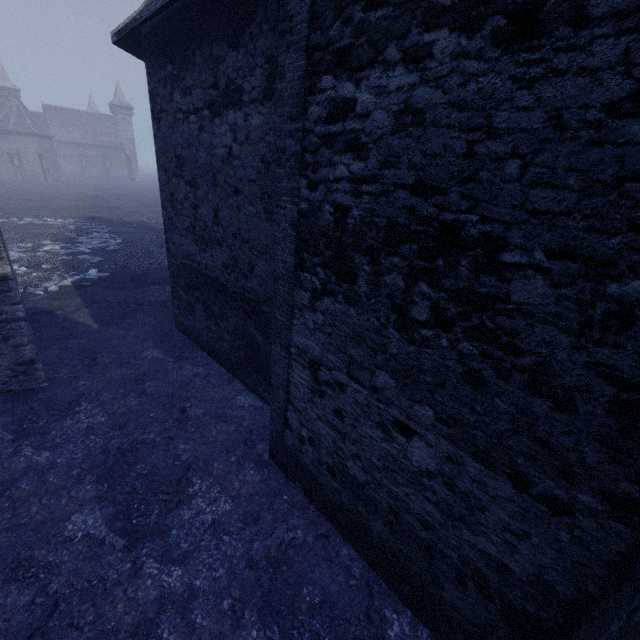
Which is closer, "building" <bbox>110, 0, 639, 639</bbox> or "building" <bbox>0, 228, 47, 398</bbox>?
"building" <bbox>110, 0, 639, 639</bbox>

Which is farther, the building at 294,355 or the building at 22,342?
the building at 22,342

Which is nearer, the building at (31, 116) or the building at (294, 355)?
the building at (294, 355)

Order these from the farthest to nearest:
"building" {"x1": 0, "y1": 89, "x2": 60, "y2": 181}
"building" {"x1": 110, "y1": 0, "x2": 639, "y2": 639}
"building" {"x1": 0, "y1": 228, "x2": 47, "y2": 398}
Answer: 1. "building" {"x1": 0, "y1": 89, "x2": 60, "y2": 181}
2. "building" {"x1": 0, "y1": 228, "x2": 47, "y2": 398}
3. "building" {"x1": 110, "y1": 0, "x2": 639, "y2": 639}

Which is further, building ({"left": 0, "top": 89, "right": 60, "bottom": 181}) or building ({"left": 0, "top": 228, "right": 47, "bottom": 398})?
building ({"left": 0, "top": 89, "right": 60, "bottom": 181})

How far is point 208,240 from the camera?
7.03m
